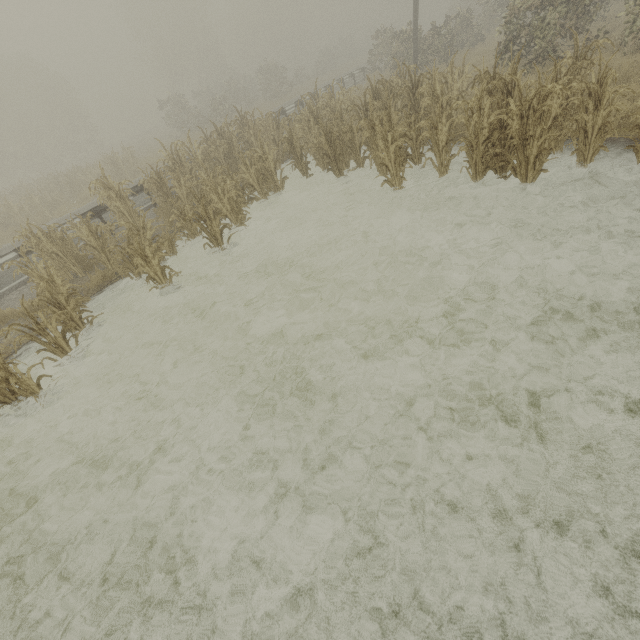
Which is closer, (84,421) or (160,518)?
(160,518)

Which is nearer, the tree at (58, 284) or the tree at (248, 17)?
Result: the tree at (58, 284)

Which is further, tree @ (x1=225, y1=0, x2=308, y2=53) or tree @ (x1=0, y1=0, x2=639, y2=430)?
tree @ (x1=225, y1=0, x2=308, y2=53)
